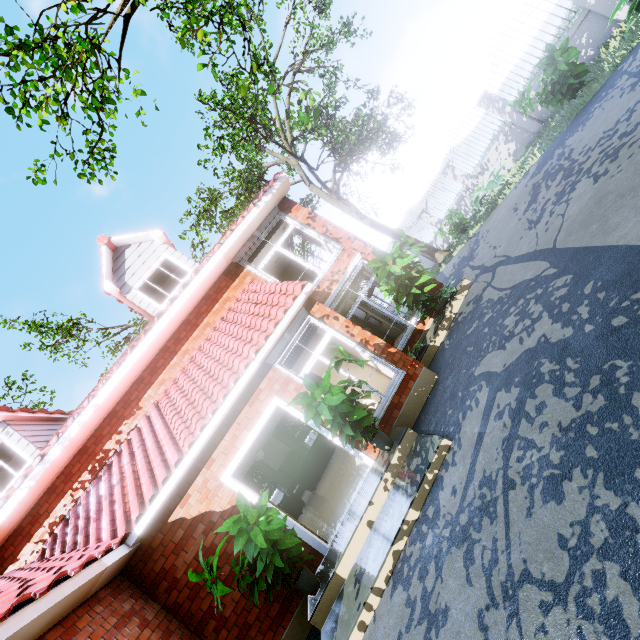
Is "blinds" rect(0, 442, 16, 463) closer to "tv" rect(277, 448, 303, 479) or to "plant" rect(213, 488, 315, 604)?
"plant" rect(213, 488, 315, 604)

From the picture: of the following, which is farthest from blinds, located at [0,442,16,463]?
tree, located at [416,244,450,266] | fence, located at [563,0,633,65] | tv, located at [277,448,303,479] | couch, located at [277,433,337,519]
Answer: fence, located at [563,0,633,65]

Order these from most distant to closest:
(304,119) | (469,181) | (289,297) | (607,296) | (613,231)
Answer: (469,181) → (289,297) → (304,119) → (613,231) → (607,296)

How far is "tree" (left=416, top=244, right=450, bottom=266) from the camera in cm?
1723

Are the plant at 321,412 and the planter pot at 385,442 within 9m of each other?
yes

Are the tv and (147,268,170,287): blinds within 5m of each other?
no

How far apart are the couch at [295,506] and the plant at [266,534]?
6.1 meters

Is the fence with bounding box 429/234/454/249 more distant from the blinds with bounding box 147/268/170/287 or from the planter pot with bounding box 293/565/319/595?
the blinds with bounding box 147/268/170/287
